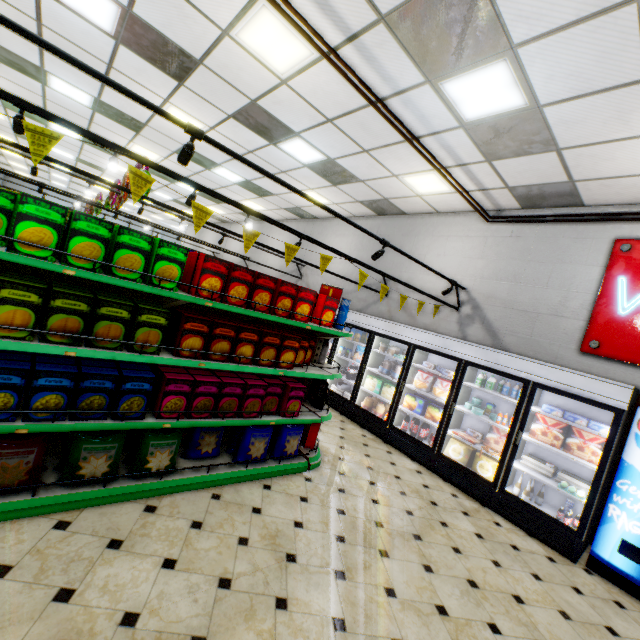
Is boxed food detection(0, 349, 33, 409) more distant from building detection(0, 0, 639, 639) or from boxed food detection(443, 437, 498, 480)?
boxed food detection(443, 437, 498, 480)

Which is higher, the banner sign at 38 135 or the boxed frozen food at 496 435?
the banner sign at 38 135

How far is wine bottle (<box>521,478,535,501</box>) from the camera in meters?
4.5 m

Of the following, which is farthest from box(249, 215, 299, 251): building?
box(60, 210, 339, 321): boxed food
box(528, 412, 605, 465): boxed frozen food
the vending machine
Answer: box(60, 210, 339, 321): boxed food

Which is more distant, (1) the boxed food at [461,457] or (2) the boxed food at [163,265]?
(1) the boxed food at [461,457]

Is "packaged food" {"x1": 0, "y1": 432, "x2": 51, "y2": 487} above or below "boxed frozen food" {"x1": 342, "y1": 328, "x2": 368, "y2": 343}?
below

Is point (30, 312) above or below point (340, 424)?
above

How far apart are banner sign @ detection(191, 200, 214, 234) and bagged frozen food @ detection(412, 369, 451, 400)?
4.7 meters
